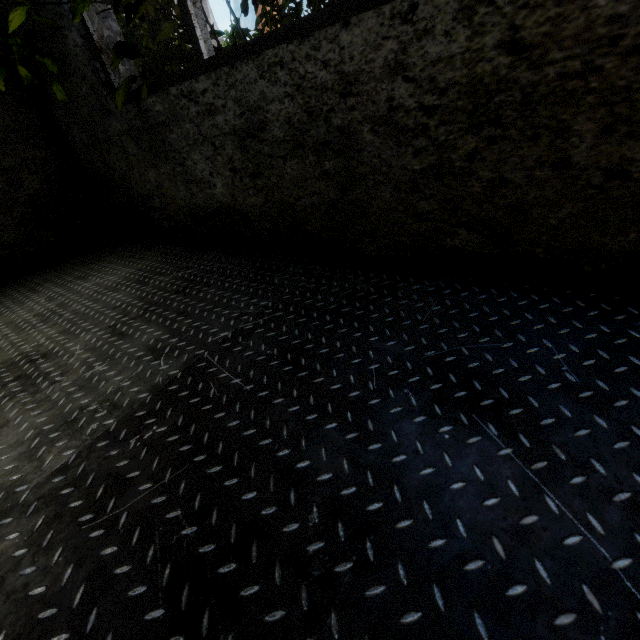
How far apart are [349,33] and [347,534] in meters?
1.5
